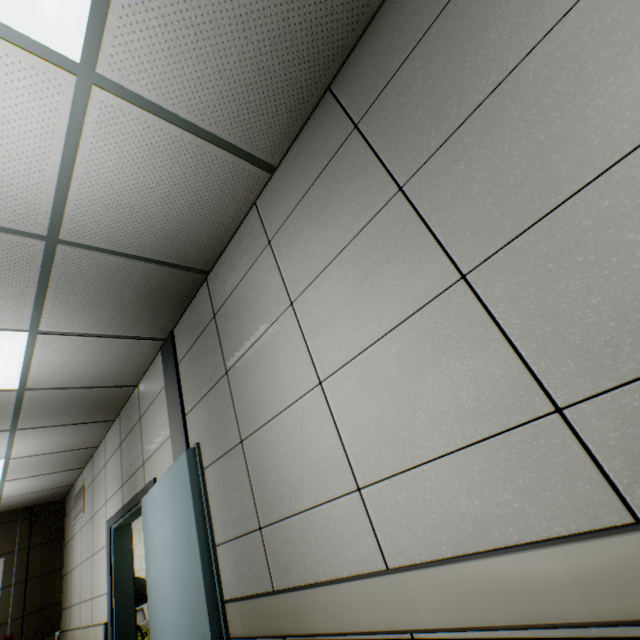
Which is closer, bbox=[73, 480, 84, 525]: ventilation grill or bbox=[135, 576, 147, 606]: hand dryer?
bbox=[135, 576, 147, 606]: hand dryer

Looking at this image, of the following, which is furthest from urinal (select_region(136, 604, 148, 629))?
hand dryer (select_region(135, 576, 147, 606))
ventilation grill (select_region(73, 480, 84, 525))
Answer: hand dryer (select_region(135, 576, 147, 606))

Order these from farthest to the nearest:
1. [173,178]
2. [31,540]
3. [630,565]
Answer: [31,540] → [173,178] → [630,565]

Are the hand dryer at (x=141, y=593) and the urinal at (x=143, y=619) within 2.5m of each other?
no

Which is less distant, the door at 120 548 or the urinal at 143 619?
the door at 120 548

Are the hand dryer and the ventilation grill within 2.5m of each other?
yes

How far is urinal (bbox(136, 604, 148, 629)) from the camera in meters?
5.9

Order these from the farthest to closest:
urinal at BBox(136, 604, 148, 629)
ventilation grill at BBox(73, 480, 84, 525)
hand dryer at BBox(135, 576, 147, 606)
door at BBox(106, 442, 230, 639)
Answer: urinal at BBox(136, 604, 148, 629) → ventilation grill at BBox(73, 480, 84, 525) → hand dryer at BBox(135, 576, 147, 606) → door at BBox(106, 442, 230, 639)
